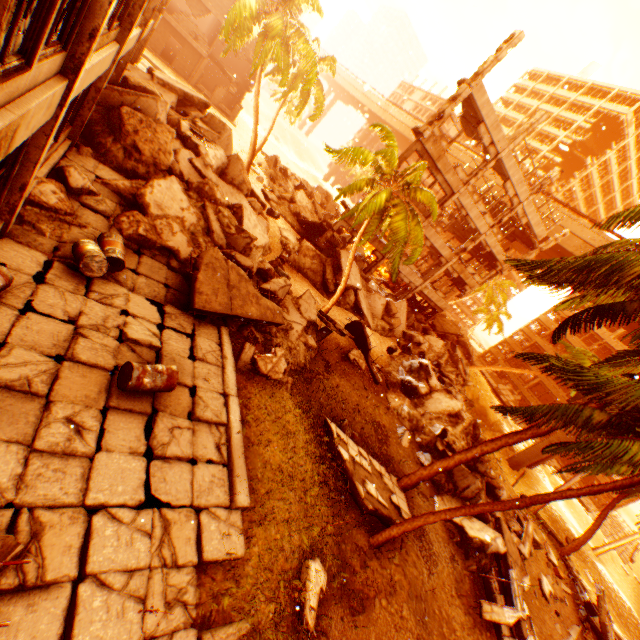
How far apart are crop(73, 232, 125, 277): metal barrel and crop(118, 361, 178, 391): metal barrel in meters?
2.4

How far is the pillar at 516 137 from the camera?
18.9 meters

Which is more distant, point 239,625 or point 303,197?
point 303,197

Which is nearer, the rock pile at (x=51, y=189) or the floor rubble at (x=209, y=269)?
the rock pile at (x=51, y=189)

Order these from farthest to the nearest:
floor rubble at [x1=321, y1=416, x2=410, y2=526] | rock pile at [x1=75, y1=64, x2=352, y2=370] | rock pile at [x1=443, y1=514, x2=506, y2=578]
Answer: rock pile at [x1=443, y1=514, x2=506, y2=578] < rock pile at [x1=75, y1=64, x2=352, y2=370] < floor rubble at [x1=321, y1=416, x2=410, y2=526]

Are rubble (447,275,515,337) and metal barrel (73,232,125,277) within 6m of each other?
no

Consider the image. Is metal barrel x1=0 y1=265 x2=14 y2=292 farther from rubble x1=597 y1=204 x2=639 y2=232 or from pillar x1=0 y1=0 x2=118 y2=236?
rubble x1=597 y1=204 x2=639 y2=232

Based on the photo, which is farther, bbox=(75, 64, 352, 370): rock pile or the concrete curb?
bbox=(75, 64, 352, 370): rock pile
